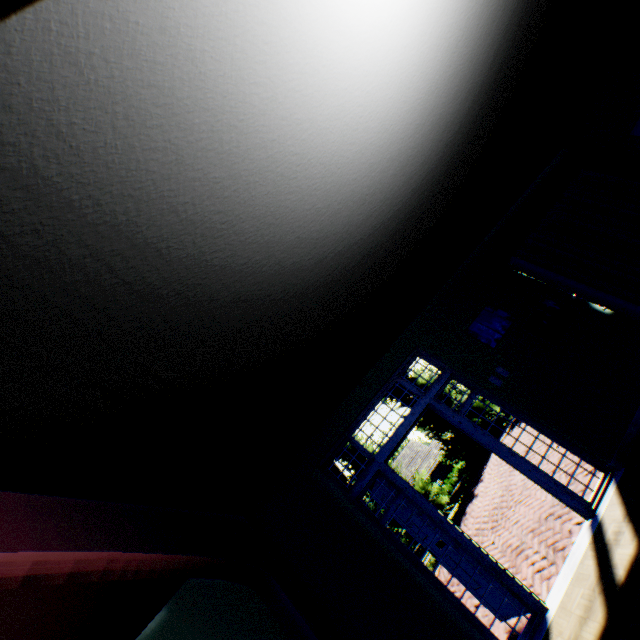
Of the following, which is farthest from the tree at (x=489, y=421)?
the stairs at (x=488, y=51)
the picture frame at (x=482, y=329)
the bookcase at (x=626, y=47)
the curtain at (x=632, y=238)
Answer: the picture frame at (x=482, y=329)

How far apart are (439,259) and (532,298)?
1.9m

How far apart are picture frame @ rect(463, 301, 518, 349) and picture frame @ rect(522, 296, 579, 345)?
0.1m

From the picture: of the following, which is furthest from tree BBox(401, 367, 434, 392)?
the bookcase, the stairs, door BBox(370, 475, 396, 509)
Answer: door BBox(370, 475, 396, 509)

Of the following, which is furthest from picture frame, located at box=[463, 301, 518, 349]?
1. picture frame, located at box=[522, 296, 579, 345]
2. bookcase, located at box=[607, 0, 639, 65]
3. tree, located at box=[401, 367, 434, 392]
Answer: tree, located at box=[401, 367, 434, 392]

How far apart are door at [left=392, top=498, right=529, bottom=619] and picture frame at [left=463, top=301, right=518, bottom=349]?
2.4 meters

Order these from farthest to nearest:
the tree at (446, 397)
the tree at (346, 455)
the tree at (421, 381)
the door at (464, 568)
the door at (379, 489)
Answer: the tree at (421, 381), the tree at (446, 397), the tree at (346, 455), the door at (379, 489), the door at (464, 568)

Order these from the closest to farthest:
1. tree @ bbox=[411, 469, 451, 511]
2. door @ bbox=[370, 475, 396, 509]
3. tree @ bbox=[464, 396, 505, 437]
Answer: door @ bbox=[370, 475, 396, 509], tree @ bbox=[411, 469, 451, 511], tree @ bbox=[464, 396, 505, 437]
